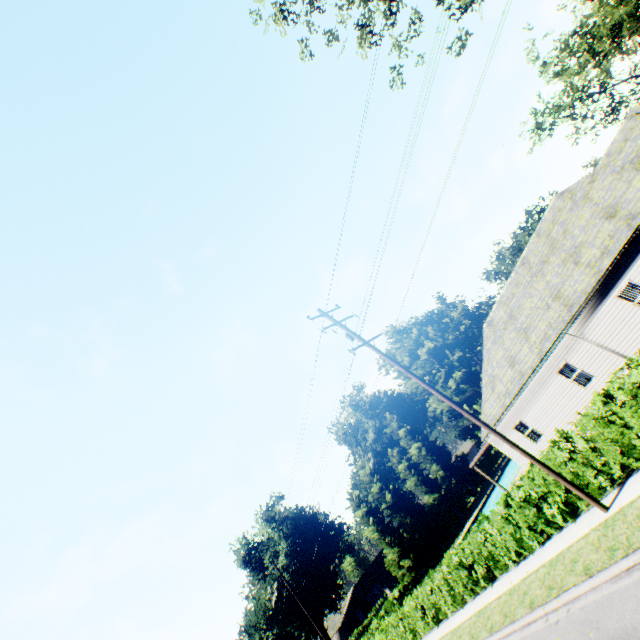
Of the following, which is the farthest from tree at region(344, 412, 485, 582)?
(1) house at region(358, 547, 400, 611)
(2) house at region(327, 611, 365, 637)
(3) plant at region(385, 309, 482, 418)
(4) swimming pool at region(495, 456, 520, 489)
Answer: (2) house at region(327, 611, 365, 637)

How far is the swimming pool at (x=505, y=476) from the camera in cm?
3744

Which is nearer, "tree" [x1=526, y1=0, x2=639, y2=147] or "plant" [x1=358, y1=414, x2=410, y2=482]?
"tree" [x1=526, y1=0, x2=639, y2=147]

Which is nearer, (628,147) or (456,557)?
(456,557)

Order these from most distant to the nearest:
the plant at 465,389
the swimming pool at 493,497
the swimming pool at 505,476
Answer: the plant at 465,389 → the swimming pool at 505,476 → the swimming pool at 493,497

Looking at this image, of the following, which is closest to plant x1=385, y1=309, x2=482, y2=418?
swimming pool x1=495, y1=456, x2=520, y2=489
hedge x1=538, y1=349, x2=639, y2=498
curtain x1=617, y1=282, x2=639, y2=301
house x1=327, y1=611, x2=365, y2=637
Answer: house x1=327, y1=611, x2=365, y2=637

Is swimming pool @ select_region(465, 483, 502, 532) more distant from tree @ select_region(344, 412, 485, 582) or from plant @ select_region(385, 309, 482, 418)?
tree @ select_region(344, 412, 485, 582)

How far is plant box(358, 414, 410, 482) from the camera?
55.75m
